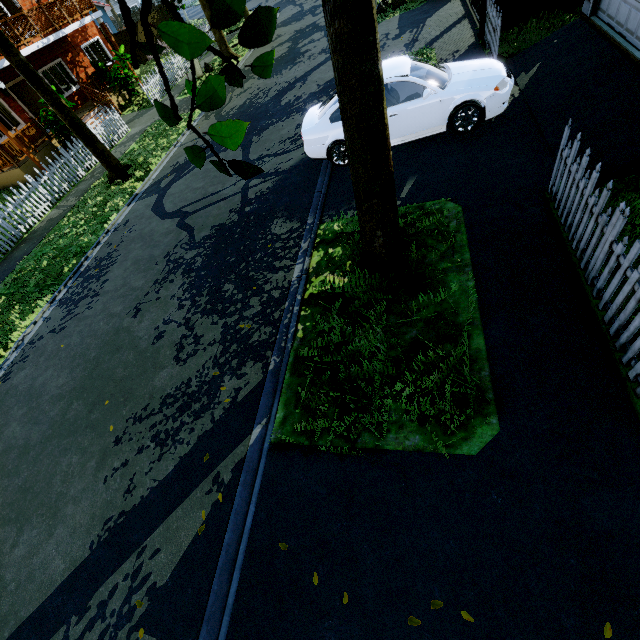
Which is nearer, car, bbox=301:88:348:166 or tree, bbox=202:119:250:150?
tree, bbox=202:119:250:150

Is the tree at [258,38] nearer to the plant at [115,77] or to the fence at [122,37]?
the fence at [122,37]

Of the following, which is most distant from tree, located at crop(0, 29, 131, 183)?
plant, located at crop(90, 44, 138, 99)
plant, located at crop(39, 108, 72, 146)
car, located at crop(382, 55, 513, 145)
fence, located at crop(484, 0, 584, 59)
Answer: plant, located at crop(90, 44, 138, 99)

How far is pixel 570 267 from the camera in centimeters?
437cm

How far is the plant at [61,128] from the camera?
14.3 meters

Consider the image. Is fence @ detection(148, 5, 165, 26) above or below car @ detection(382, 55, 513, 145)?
above

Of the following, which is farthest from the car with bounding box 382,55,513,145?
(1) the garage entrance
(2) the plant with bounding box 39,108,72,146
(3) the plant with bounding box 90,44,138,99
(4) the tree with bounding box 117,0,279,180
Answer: (3) the plant with bounding box 90,44,138,99

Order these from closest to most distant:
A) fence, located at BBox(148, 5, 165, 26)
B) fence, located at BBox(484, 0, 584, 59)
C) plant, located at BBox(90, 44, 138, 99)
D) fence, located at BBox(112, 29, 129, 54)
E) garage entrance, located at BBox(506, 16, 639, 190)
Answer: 1. garage entrance, located at BBox(506, 16, 639, 190)
2. fence, located at BBox(484, 0, 584, 59)
3. plant, located at BBox(90, 44, 138, 99)
4. fence, located at BBox(112, 29, 129, 54)
5. fence, located at BBox(148, 5, 165, 26)
